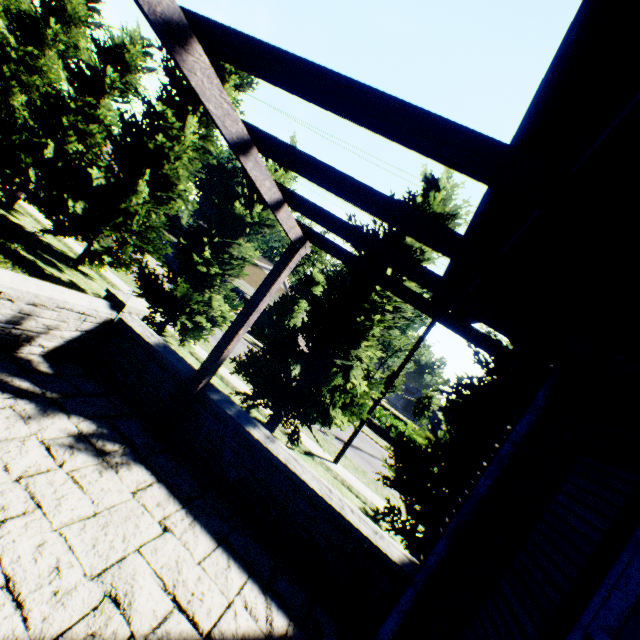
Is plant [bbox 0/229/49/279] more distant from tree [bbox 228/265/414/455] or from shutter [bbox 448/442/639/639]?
shutter [bbox 448/442/639/639]

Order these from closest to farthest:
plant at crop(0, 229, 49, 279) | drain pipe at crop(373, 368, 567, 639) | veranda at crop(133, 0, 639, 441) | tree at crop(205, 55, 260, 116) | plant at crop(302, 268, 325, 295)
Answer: veranda at crop(133, 0, 639, 441)
drain pipe at crop(373, 368, 567, 639)
plant at crop(0, 229, 49, 279)
tree at crop(205, 55, 260, 116)
plant at crop(302, 268, 325, 295)

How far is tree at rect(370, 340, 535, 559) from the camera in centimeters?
823cm

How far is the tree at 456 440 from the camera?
8.2m

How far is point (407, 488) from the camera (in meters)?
9.09

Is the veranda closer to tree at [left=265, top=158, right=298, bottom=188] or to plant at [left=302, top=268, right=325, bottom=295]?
tree at [left=265, top=158, right=298, bottom=188]

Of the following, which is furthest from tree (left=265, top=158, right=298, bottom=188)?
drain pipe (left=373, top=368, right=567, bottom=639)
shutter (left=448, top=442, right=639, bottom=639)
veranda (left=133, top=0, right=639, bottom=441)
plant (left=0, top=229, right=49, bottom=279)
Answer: shutter (left=448, top=442, right=639, bottom=639)
